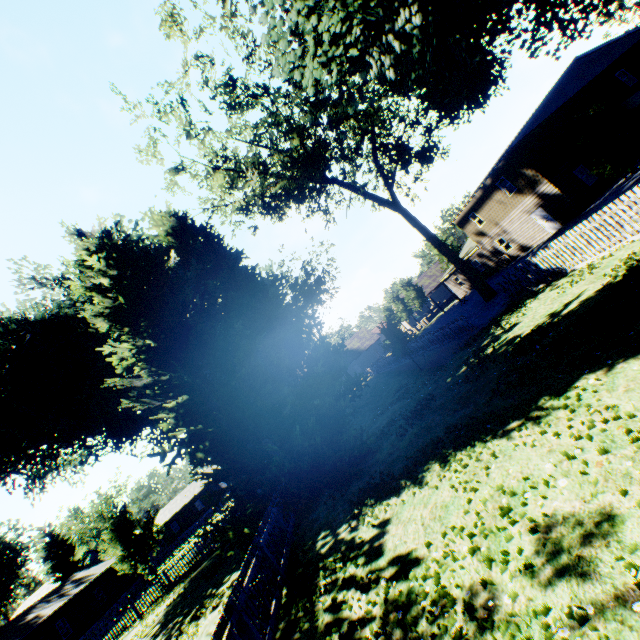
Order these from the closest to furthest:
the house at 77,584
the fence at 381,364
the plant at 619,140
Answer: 1. the plant at 619,140
2. the house at 77,584
3. the fence at 381,364

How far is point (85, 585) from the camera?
31.98m

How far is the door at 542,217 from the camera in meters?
25.2

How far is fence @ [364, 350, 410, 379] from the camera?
28.94m

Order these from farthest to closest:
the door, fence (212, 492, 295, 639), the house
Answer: the house, the door, fence (212, 492, 295, 639)

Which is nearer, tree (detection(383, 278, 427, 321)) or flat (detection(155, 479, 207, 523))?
tree (detection(383, 278, 427, 321))

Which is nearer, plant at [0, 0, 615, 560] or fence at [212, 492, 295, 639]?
fence at [212, 492, 295, 639]
